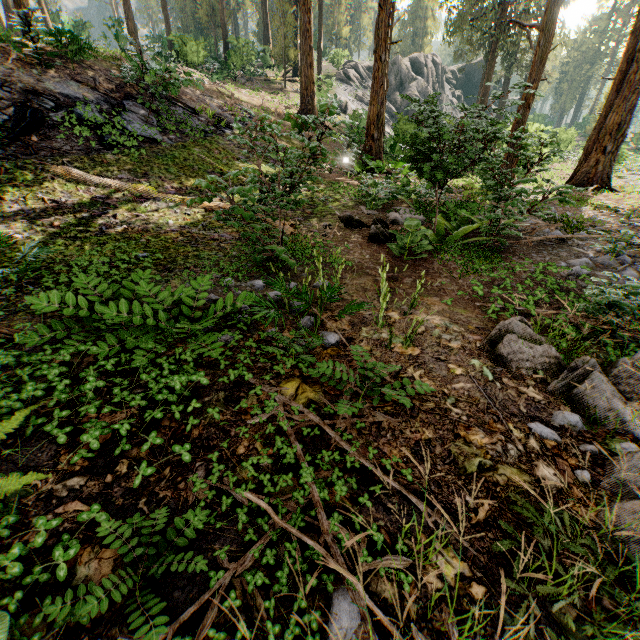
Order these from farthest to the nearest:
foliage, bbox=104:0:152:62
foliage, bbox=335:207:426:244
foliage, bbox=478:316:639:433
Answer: foliage, bbox=104:0:152:62
foliage, bbox=335:207:426:244
foliage, bbox=478:316:639:433

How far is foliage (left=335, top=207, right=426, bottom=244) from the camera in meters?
6.7

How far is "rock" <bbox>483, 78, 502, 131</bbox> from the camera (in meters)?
5.24

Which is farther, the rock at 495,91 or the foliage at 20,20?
the foliage at 20,20

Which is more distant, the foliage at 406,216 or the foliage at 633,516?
the foliage at 406,216

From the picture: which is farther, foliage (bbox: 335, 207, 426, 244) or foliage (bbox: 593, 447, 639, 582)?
foliage (bbox: 335, 207, 426, 244)

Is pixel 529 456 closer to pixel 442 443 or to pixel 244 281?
pixel 442 443
